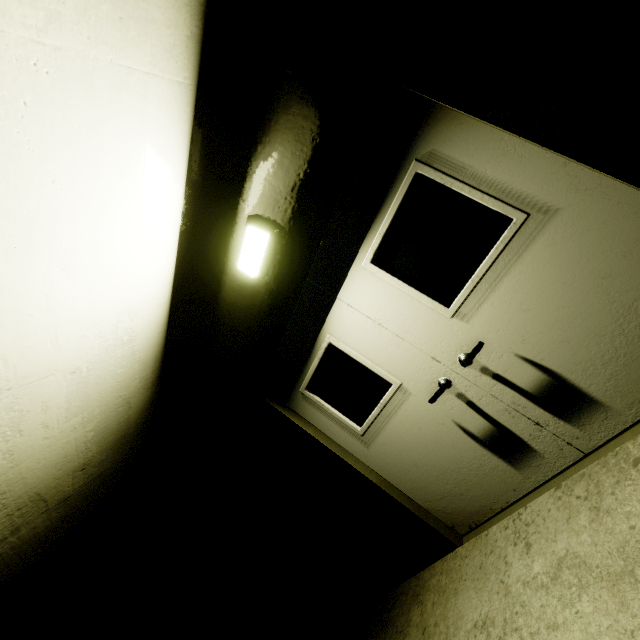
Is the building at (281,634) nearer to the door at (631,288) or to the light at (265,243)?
the door at (631,288)

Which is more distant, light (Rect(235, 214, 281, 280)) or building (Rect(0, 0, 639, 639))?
light (Rect(235, 214, 281, 280))

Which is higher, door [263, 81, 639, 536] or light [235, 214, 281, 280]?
light [235, 214, 281, 280]

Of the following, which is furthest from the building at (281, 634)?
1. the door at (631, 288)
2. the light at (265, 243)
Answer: the light at (265, 243)

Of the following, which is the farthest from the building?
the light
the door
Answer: the light

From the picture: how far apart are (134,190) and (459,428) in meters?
3.0

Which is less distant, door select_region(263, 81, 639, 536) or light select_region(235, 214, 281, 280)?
door select_region(263, 81, 639, 536)

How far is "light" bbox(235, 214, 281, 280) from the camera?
2.5 meters
